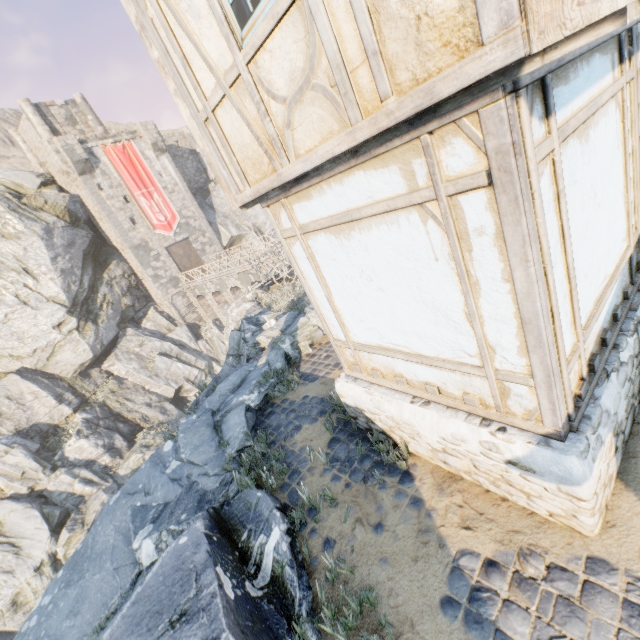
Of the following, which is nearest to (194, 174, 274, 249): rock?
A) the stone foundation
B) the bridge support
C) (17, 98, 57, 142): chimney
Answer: the bridge support

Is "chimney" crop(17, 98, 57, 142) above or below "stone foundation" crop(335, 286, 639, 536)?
above

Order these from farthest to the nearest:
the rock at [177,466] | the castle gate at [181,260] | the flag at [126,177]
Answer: the castle gate at [181,260] < the flag at [126,177] < the rock at [177,466]

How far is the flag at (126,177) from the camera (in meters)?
28.72

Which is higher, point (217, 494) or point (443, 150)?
point (443, 150)

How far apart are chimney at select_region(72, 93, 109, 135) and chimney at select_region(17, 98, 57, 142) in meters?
3.2 m

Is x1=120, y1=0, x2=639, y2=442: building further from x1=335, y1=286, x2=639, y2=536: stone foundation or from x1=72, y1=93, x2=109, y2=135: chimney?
x1=72, y1=93, x2=109, y2=135: chimney

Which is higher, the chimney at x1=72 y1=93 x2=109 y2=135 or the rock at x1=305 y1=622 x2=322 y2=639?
the chimney at x1=72 y1=93 x2=109 y2=135
